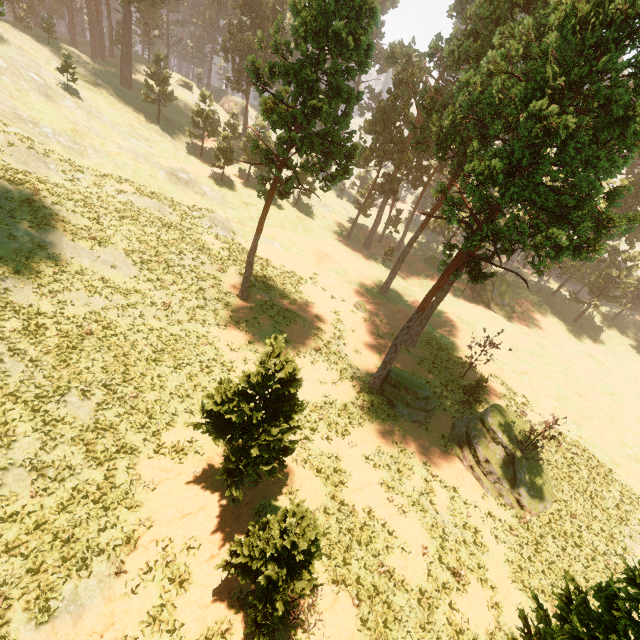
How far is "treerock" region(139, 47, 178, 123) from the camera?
44.0 meters

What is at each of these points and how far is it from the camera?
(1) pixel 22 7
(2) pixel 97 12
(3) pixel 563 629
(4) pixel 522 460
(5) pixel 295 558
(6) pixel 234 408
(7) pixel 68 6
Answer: (1) treerock, 47.4m
(2) treerock, 51.3m
(3) treerock, 14.1m
(4) treerock, 22.7m
(5) treerock, 10.2m
(6) treerock, 11.9m
(7) treerock, 55.0m

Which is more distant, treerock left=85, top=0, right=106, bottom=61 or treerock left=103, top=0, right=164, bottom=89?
treerock left=85, top=0, right=106, bottom=61

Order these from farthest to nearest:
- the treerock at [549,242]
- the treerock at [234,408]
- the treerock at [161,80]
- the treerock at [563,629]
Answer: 1. the treerock at [161,80]
2. the treerock at [549,242]
3. the treerock at [234,408]
4. the treerock at [563,629]

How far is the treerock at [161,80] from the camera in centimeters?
4400cm

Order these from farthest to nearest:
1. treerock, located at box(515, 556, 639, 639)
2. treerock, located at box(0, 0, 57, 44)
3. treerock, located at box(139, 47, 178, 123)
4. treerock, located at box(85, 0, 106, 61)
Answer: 1. treerock, located at box(85, 0, 106, 61)
2. treerock, located at box(139, 47, 178, 123)
3. treerock, located at box(0, 0, 57, 44)
4. treerock, located at box(515, 556, 639, 639)
